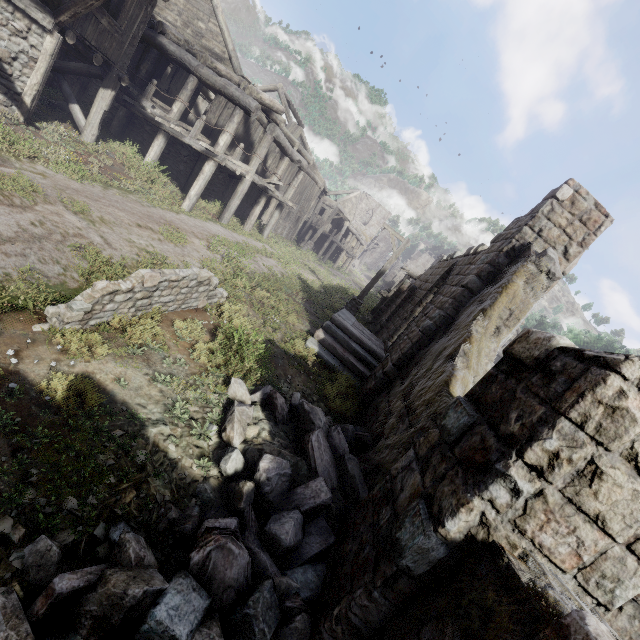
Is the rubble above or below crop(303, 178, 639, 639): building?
below

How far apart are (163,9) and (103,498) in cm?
2060

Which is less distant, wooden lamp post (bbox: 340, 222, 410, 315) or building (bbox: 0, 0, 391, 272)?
building (bbox: 0, 0, 391, 272)

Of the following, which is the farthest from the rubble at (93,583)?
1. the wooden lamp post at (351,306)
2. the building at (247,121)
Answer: the wooden lamp post at (351,306)

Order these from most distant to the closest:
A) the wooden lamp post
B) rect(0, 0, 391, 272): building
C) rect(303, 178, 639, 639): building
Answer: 1. the wooden lamp post
2. rect(0, 0, 391, 272): building
3. rect(303, 178, 639, 639): building

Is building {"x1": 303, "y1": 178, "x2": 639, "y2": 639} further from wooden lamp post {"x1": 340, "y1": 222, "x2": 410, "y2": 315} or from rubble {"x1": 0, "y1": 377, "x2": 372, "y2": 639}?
wooden lamp post {"x1": 340, "y1": 222, "x2": 410, "y2": 315}

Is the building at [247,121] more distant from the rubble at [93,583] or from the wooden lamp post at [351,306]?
the wooden lamp post at [351,306]
